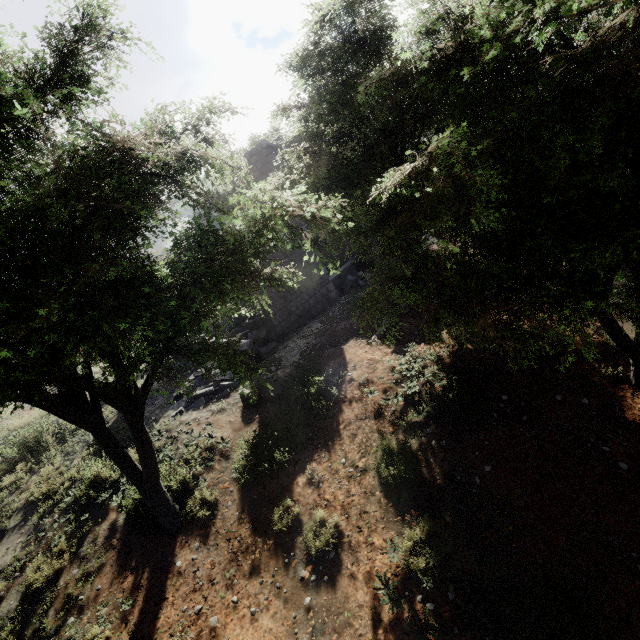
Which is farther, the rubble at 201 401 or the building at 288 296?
the building at 288 296

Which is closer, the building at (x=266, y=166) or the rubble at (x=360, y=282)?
the rubble at (x=360, y=282)

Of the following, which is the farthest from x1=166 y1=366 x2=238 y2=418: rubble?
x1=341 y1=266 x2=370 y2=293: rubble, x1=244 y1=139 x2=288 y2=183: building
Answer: x1=341 y1=266 x2=370 y2=293: rubble

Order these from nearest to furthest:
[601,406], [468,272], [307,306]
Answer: [468,272]
[601,406]
[307,306]

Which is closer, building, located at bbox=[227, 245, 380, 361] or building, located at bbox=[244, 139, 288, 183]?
building, located at bbox=[227, 245, 380, 361]

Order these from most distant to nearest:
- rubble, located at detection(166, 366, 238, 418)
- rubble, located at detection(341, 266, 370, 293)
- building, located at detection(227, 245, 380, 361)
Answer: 1. rubble, located at detection(341, 266, 370, 293)
2. building, located at detection(227, 245, 380, 361)
3. rubble, located at detection(166, 366, 238, 418)

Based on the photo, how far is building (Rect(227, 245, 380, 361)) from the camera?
11.9m

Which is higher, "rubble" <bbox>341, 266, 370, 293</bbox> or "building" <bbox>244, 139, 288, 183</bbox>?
"building" <bbox>244, 139, 288, 183</bbox>
